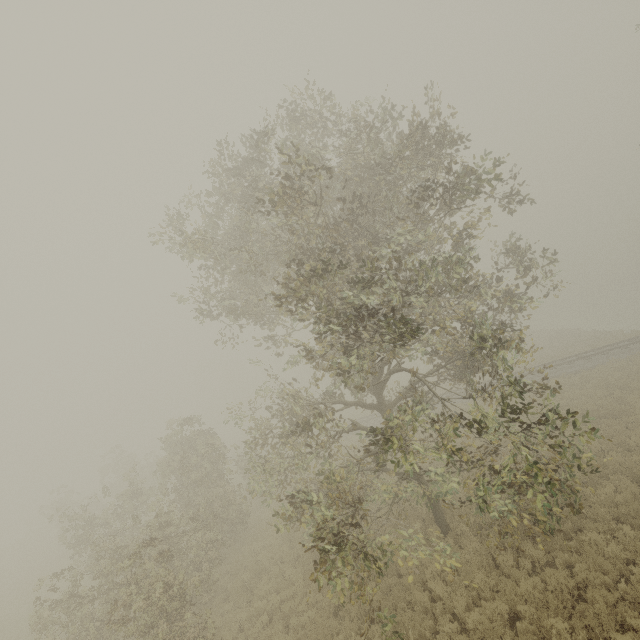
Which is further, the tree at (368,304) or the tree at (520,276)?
the tree at (520,276)

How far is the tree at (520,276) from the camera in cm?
1175

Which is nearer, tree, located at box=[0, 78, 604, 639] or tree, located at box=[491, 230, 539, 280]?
tree, located at box=[0, 78, 604, 639]

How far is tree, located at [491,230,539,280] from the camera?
11.8m

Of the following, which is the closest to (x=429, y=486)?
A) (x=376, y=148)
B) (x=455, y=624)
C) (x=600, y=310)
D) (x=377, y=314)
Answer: (x=455, y=624)
